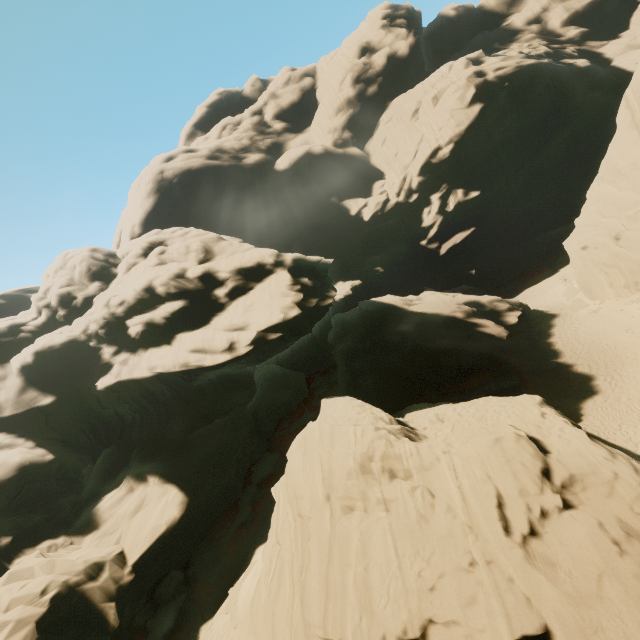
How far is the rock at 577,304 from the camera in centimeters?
3249cm

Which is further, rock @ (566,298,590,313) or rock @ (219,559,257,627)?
rock @ (566,298,590,313)

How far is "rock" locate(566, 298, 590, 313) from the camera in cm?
3249

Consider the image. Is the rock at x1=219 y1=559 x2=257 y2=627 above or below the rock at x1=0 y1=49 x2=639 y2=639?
below

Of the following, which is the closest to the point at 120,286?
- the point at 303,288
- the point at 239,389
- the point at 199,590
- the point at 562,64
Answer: the point at 239,389

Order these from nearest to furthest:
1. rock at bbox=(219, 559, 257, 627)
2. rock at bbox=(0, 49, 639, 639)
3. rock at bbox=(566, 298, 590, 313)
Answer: rock at bbox=(0, 49, 639, 639) < rock at bbox=(219, 559, 257, 627) < rock at bbox=(566, 298, 590, 313)
